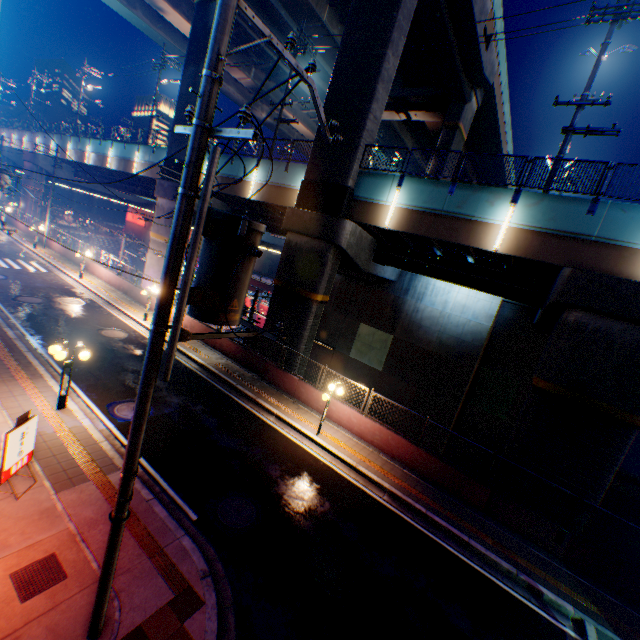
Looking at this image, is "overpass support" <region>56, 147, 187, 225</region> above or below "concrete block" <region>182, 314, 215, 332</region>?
above

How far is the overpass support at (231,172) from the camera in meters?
21.4 m

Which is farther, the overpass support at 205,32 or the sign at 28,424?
the overpass support at 205,32

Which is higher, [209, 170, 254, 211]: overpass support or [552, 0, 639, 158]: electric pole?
[552, 0, 639, 158]: electric pole

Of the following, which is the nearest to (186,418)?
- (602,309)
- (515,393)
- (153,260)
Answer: (602,309)

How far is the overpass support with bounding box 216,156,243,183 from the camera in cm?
2142

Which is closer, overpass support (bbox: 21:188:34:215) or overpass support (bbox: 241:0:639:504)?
overpass support (bbox: 241:0:639:504)
